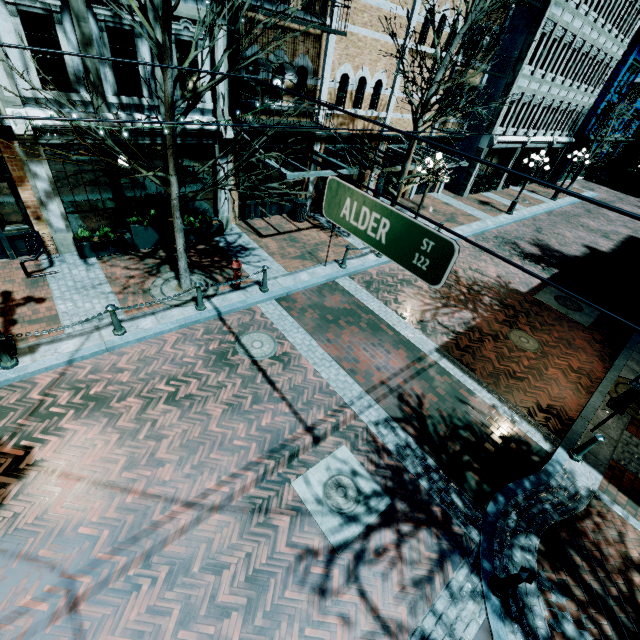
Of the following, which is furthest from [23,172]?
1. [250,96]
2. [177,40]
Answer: [250,96]

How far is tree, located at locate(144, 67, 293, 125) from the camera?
6.0 meters

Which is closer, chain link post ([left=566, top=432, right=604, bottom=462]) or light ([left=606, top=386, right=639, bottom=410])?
chain link post ([left=566, top=432, right=604, bottom=462])

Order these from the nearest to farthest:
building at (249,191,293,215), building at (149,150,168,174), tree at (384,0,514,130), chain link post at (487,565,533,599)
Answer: chain link post at (487,565,533,599) < tree at (384,0,514,130) < building at (149,150,168,174) < building at (249,191,293,215)

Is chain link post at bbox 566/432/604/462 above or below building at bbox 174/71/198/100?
below

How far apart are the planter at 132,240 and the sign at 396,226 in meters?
8.5 m

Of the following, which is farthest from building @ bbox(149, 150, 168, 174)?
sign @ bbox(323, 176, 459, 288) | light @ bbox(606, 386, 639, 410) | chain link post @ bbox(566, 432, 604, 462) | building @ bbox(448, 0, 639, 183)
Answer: chain link post @ bbox(566, 432, 604, 462)

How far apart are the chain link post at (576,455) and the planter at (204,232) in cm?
1207
